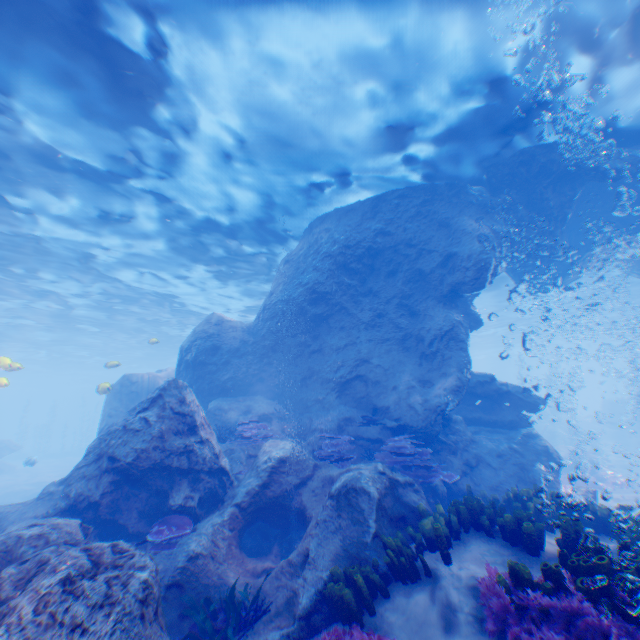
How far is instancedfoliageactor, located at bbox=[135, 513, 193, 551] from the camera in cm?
614

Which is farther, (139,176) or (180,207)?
(180,207)

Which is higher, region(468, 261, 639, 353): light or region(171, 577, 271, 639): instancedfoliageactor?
region(468, 261, 639, 353): light

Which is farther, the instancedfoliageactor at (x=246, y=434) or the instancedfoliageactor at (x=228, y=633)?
the instancedfoliageactor at (x=246, y=434)

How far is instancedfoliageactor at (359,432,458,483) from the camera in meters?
8.9 m

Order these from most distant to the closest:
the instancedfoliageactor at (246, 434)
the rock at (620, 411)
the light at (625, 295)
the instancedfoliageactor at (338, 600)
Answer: the rock at (620, 411) < the light at (625, 295) < the instancedfoliageactor at (246, 434) < the instancedfoliageactor at (338, 600)

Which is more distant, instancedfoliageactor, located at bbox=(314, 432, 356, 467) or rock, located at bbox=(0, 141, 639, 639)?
instancedfoliageactor, located at bbox=(314, 432, 356, 467)

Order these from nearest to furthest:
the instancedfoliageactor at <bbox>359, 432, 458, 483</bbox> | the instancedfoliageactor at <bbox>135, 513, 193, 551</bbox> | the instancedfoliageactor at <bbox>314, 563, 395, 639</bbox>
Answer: the instancedfoliageactor at <bbox>314, 563, 395, 639</bbox> < the instancedfoliageactor at <bbox>135, 513, 193, 551</bbox> < the instancedfoliageactor at <bbox>359, 432, 458, 483</bbox>
